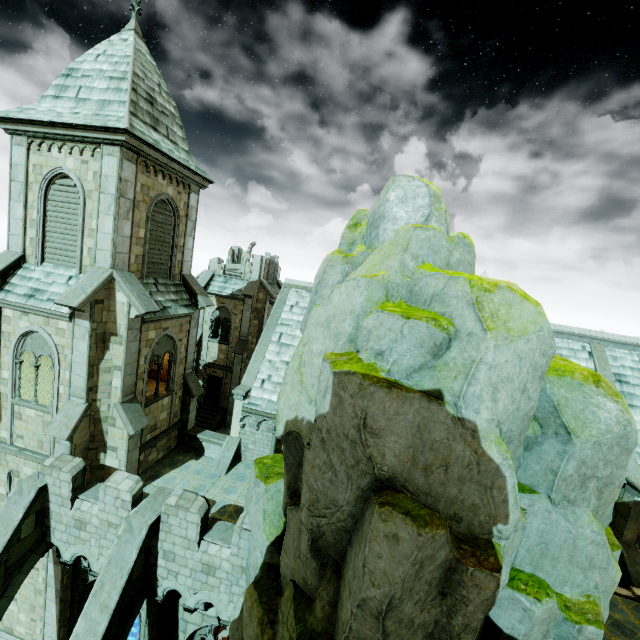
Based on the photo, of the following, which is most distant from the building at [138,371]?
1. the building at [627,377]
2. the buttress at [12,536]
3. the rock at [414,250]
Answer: the rock at [414,250]

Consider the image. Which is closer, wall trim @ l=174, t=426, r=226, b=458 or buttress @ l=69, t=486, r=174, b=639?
buttress @ l=69, t=486, r=174, b=639

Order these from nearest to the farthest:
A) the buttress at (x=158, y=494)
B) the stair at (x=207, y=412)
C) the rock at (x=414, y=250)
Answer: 1. the rock at (x=414, y=250)
2. the buttress at (x=158, y=494)
3. the stair at (x=207, y=412)

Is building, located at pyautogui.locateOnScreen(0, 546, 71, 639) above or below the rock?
below

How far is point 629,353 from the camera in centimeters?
1730cm

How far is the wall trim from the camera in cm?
1658

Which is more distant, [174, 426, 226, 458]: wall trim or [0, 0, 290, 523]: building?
A: [174, 426, 226, 458]: wall trim

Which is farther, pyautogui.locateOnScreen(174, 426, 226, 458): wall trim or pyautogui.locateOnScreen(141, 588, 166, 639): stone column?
pyautogui.locateOnScreen(174, 426, 226, 458): wall trim
